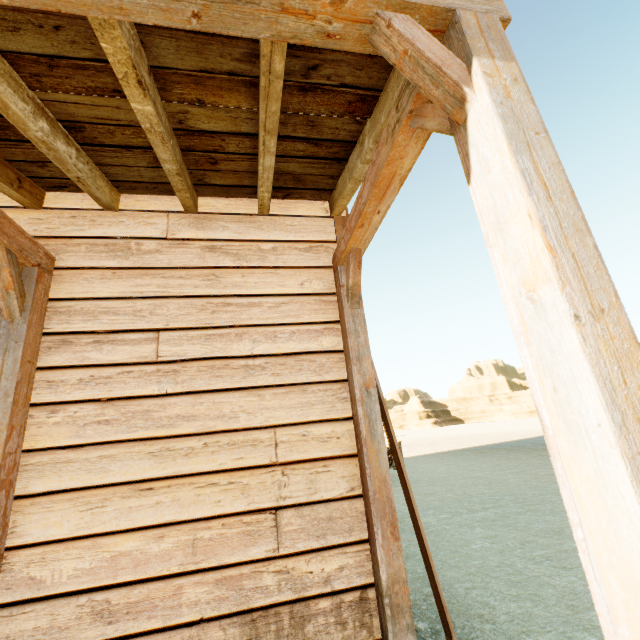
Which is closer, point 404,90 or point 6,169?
point 404,90
